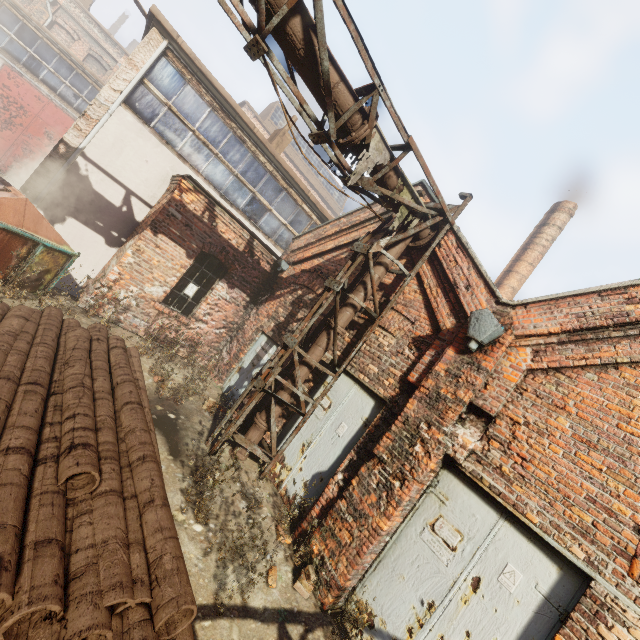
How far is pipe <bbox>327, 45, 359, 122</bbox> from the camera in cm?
441

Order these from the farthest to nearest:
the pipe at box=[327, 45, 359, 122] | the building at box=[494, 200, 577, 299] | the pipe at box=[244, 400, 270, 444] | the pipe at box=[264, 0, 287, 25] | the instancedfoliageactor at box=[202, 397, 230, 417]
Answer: the building at box=[494, 200, 577, 299] → the instancedfoliageactor at box=[202, 397, 230, 417] → the pipe at box=[244, 400, 270, 444] → the pipe at box=[327, 45, 359, 122] → the pipe at box=[264, 0, 287, 25]

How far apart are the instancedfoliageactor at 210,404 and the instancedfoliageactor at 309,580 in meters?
3.7 m

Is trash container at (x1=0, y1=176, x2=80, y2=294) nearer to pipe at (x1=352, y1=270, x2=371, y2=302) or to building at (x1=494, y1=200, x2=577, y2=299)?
pipe at (x1=352, y1=270, x2=371, y2=302)

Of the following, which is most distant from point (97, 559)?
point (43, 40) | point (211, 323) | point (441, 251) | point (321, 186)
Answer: point (321, 186)

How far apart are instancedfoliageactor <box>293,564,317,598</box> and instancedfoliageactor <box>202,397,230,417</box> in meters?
3.7 m

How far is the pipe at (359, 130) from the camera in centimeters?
485cm
